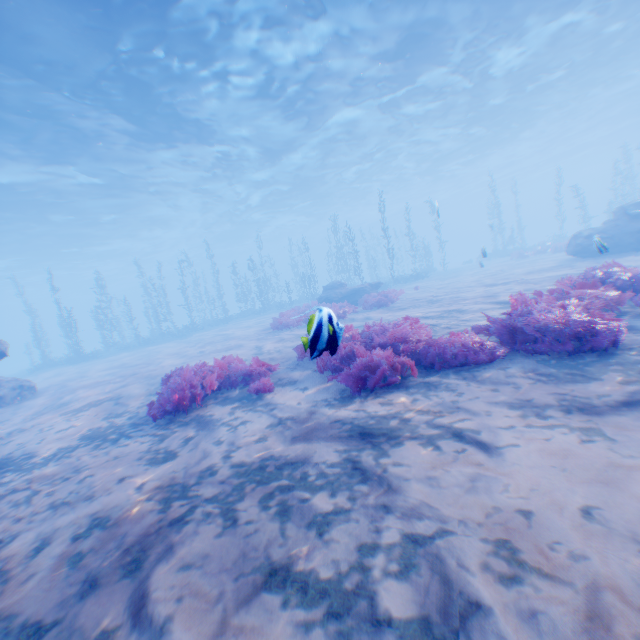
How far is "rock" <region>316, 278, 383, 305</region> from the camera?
18.9m

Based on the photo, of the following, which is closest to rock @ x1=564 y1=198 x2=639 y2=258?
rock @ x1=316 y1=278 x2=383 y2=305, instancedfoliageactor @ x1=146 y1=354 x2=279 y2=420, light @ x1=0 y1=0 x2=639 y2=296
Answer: light @ x1=0 y1=0 x2=639 y2=296

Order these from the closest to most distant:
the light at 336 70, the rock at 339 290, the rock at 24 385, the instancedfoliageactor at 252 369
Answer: the instancedfoliageactor at 252 369 < the rock at 24 385 < the light at 336 70 < the rock at 339 290

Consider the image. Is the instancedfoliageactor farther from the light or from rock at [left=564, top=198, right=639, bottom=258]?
the light

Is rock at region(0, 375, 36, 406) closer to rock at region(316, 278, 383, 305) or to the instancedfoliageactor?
the instancedfoliageactor

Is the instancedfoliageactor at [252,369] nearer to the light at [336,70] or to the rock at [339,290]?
the rock at [339,290]

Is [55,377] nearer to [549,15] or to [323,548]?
[323,548]

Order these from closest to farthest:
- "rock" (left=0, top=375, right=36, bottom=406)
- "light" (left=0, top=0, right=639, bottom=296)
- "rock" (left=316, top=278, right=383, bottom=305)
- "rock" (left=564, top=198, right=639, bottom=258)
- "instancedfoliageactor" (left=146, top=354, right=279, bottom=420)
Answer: "instancedfoliageactor" (left=146, top=354, right=279, bottom=420)
"rock" (left=0, top=375, right=36, bottom=406)
"light" (left=0, top=0, right=639, bottom=296)
"rock" (left=564, top=198, right=639, bottom=258)
"rock" (left=316, top=278, right=383, bottom=305)
